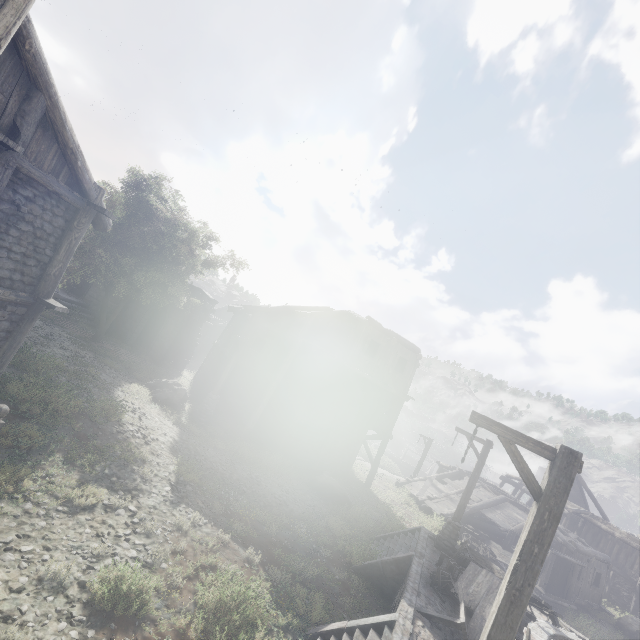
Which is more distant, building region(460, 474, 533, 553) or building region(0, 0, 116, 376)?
building region(460, 474, 533, 553)

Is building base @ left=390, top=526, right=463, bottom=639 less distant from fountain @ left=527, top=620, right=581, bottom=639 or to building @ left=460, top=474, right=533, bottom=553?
fountain @ left=527, top=620, right=581, bottom=639

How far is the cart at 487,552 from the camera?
18.6 meters

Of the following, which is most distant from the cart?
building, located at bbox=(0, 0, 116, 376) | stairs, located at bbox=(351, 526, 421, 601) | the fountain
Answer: the fountain

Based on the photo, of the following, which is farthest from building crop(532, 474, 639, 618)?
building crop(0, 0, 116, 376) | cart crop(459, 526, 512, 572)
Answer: building crop(0, 0, 116, 376)

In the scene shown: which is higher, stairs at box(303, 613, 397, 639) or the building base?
the building base

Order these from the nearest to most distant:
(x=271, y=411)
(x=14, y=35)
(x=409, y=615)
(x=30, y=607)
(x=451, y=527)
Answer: (x=30, y=607) → (x=14, y=35) → (x=409, y=615) → (x=451, y=527) → (x=271, y=411)

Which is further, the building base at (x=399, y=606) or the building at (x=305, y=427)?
the building at (x=305, y=427)
